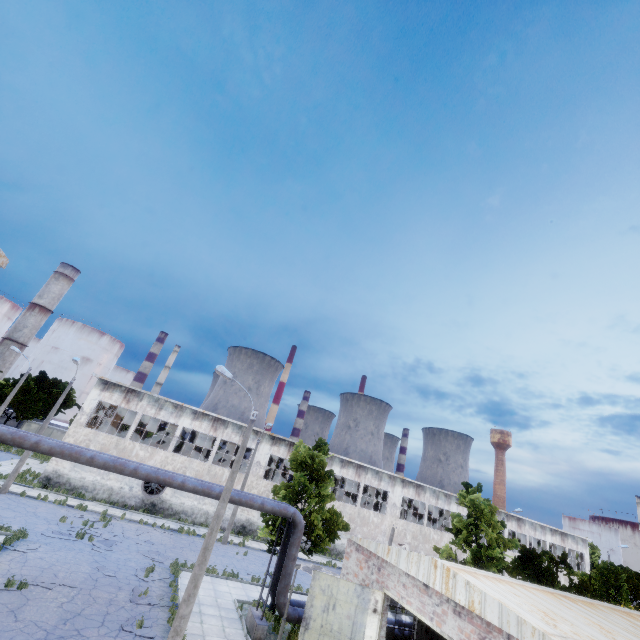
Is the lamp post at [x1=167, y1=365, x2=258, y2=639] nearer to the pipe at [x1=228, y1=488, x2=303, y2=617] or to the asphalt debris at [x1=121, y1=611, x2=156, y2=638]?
the asphalt debris at [x1=121, y1=611, x2=156, y2=638]

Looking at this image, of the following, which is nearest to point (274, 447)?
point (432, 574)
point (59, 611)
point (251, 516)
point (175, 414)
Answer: point (251, 516)

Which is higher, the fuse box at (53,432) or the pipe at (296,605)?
the fuse box at (53,432)

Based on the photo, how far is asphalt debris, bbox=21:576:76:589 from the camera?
13.5 meters

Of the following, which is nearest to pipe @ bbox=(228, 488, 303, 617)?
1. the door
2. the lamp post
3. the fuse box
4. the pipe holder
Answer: the pipe holder

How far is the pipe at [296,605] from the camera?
15.2m

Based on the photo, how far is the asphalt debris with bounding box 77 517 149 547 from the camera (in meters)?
20.19

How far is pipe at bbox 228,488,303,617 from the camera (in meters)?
15.52
